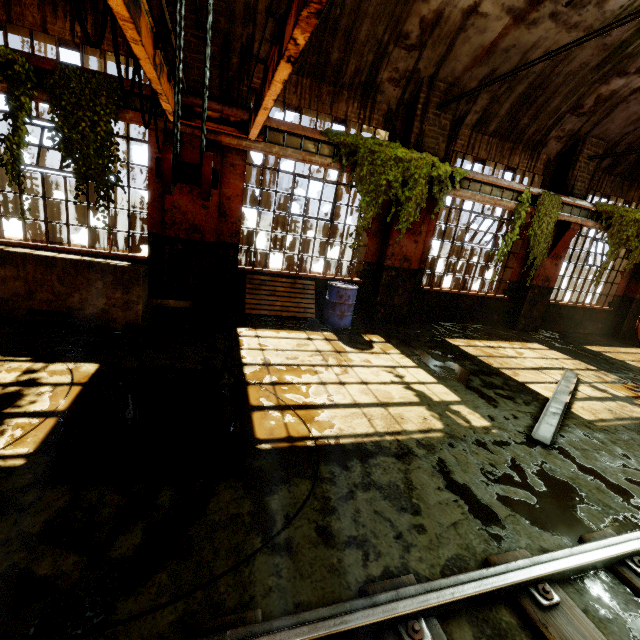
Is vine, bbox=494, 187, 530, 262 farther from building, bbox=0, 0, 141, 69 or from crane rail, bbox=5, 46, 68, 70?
building, bbox=0, 0, 141, 69

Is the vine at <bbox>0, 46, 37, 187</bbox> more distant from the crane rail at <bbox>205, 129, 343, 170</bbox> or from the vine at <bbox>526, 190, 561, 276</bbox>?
the vine at <bbox>526, 190, 561, 276</bbox>

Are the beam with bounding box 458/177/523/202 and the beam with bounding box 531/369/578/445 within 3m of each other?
no

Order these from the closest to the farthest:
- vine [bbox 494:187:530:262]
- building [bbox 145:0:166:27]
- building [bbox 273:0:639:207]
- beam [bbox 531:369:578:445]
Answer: beam [bbox 531:369:578:445] → building [bbox 145:0:166:27] → building [bbox 273:0:639:207] → vine [bbox 494:187:530:262]

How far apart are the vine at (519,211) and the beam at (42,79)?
9.5m

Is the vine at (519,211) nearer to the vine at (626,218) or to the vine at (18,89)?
the vine at (626,218)

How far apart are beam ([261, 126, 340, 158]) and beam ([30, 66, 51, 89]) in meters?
3.1 m

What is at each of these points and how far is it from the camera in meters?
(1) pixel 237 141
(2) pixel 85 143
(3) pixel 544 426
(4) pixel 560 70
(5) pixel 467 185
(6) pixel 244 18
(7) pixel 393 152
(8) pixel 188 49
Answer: (1) crane rail, 6.0 m
(2) vine, 5.2 m
(3) beam, 4.3 m
(4) building, 7.1 m
(5) beam, 7.7 m
(6) building, 5.7 m
(7) vine, 6.8 m
(8) building, 5.6 m
